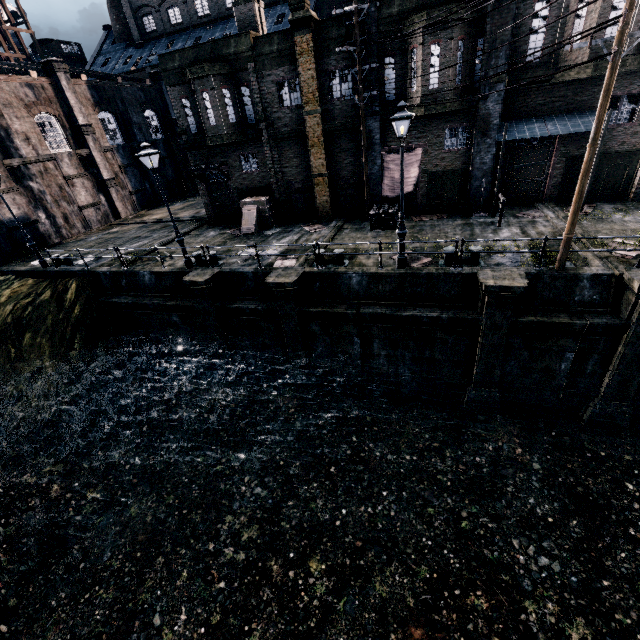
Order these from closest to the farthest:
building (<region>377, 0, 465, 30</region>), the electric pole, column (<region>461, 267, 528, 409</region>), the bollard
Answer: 1. the electric pole
2. column (<region>461, 267, 528, 409</region>)
3. the bollard
4. building (<region>377, 0, 465, 30</region>)

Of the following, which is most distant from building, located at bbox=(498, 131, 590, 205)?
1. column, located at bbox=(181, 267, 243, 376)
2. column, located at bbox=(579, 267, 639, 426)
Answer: column, located at bbox=(579, 267, 639, 426)

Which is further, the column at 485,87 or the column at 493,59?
the column at 485,87

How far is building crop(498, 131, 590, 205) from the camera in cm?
1725

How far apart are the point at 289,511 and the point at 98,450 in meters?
10.2

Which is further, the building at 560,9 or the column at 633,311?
the building at 560,9

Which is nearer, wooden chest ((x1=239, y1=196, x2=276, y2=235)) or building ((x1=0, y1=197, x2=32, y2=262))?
wooden chest ((x1=239, y1=196, x2=276, y2=235))

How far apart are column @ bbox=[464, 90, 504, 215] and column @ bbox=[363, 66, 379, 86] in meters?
4.6 m
